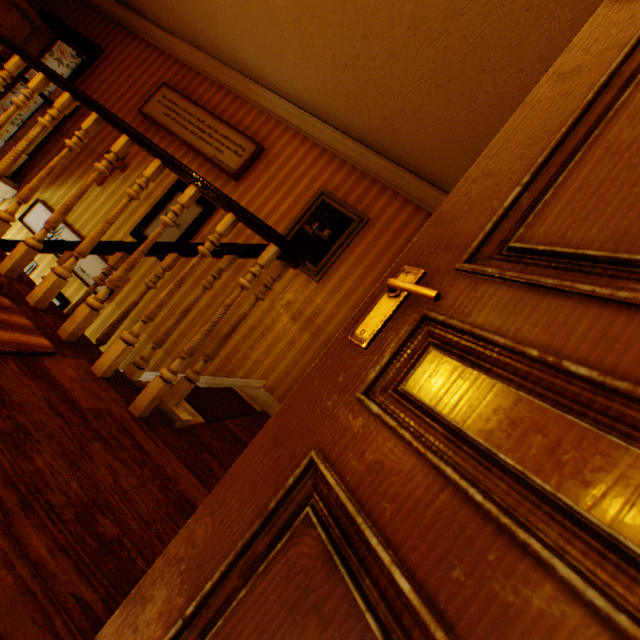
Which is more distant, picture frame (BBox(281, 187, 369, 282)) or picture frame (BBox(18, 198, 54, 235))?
picture frame (BBox(18, 198, 54, 235))

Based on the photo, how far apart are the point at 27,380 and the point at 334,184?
3.6 meters

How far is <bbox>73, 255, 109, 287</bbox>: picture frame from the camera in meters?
4.2

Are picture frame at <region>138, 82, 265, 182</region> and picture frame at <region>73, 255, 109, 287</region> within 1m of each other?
no

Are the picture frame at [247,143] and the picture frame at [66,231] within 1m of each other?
no

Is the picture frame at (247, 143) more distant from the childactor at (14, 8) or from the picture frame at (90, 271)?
the childactor at (14, 8)

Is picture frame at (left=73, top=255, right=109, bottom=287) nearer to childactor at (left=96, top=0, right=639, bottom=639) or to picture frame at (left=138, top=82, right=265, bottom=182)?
picture frame at (left=138, top=82, right=265, bottom=182)

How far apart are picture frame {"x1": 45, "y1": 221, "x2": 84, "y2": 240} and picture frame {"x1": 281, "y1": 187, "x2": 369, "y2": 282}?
1.99m
